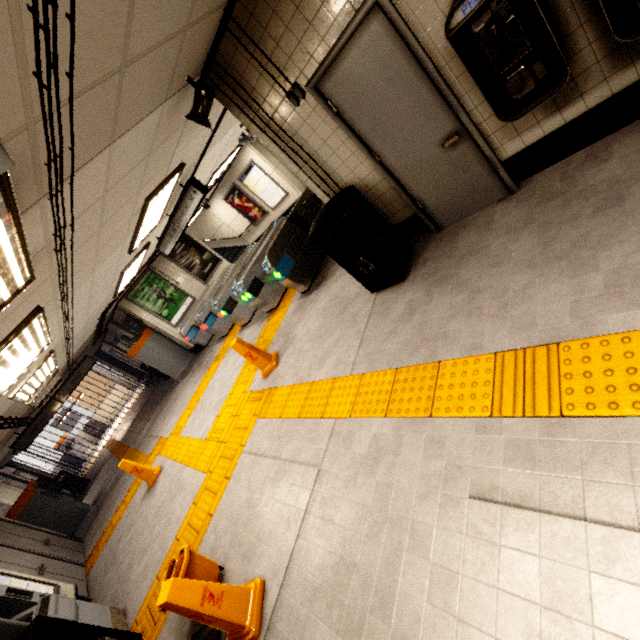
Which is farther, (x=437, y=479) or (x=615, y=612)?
(x=437, y=479)

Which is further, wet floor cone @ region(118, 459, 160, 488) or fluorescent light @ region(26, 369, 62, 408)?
fluorescent light @ region(26, 369, 62, 408)

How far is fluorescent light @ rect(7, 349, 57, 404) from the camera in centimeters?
562cm

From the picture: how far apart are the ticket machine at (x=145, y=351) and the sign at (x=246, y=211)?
6.4 meters

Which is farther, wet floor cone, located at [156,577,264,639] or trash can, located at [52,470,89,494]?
trash can, located at [52,470,89,494]

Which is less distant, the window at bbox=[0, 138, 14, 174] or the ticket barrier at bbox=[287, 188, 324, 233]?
the window at bbox=[0, 138, 14, 174]

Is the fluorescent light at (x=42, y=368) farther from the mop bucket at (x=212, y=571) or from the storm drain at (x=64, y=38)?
the mop bucket at (x=212, y=571)

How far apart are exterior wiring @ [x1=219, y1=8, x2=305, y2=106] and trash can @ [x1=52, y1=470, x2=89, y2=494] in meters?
16.3 m
